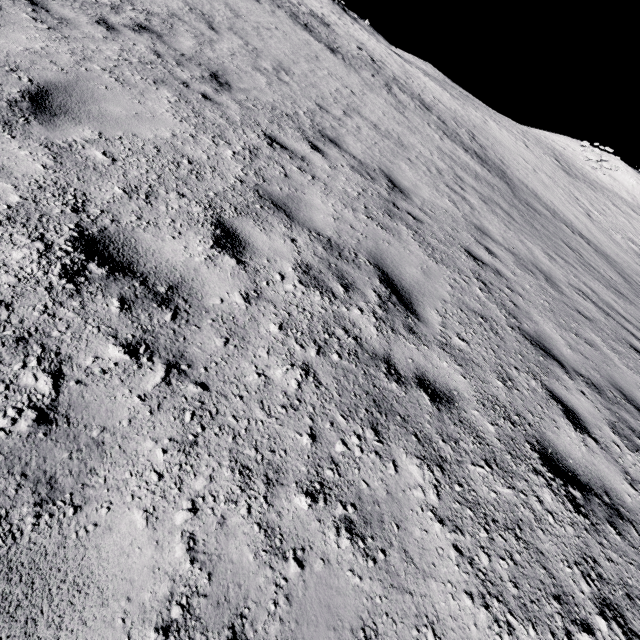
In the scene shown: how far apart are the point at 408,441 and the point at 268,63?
10.7 meters

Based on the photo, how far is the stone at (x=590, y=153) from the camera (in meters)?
35.38

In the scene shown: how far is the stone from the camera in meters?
35.4 m
